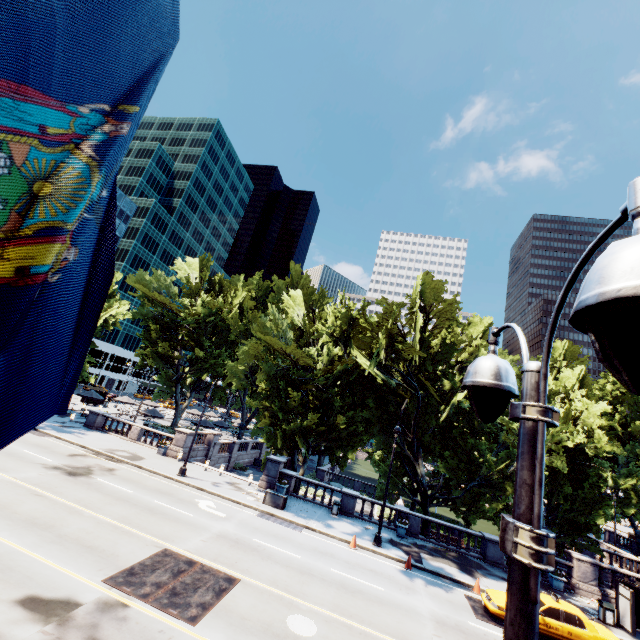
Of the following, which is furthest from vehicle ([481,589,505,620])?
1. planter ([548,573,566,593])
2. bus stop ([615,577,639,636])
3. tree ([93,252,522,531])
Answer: planter ([548,573,566,593])

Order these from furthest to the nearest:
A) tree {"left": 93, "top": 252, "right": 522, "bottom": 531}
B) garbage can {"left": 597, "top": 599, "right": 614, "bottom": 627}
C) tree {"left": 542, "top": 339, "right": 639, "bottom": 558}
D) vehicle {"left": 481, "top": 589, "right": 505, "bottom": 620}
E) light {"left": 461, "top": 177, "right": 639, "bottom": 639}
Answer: tree {"left": 93, "top": 252, "right": 522, "bottom": 531}
tree {"left": 542, "top": 339, "right": 639, "bottom": 558}
garbage can {"left": 597, "top": 599, "right": 614, "bottom": 627}
vehicle {"left": 481, "top": 589, "right": 505, "bottom": 620}
light {"left": 461, "top": 177, "right": 639, "bottom": 639}

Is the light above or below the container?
above

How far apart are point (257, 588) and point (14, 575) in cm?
764

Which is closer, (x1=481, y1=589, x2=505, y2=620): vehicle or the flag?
the flag

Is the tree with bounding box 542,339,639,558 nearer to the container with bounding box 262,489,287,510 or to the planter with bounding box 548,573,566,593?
the planter with bounding box 548,573,566,593

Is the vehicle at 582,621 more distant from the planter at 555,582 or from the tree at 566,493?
the planter at 555,582

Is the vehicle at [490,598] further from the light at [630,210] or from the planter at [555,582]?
the light at [630,210]
